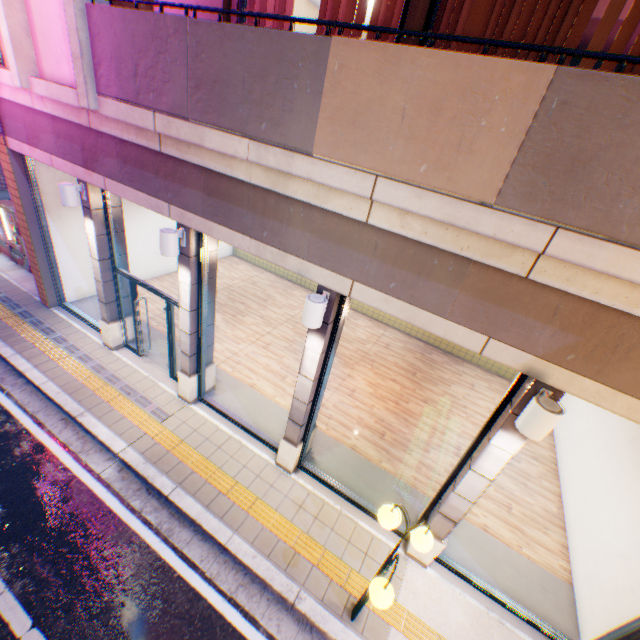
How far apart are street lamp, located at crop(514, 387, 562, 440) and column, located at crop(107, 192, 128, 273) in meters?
8.3 m

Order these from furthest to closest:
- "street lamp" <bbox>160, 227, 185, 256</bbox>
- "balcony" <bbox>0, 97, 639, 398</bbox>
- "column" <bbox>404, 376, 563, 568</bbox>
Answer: "street lamp" <bbox>160, 227, 185, 256</bbox>
"column" <bbox>404, 376, 563, 568</bbox>
"balcony" <bbox>0, 97, 639, 398</bbox>

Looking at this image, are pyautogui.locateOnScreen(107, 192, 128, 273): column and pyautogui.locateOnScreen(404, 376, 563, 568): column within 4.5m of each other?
no

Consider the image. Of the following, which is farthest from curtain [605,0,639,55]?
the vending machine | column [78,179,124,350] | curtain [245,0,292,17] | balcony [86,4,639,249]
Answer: the vending machine

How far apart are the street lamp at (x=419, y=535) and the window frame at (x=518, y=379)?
1.0m

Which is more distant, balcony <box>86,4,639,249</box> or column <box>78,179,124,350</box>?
column <box>78,179,124,350</box>

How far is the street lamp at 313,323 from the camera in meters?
4.2 m

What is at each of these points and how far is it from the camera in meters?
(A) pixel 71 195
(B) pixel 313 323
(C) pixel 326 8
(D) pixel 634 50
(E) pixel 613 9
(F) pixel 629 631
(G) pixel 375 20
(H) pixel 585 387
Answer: (A) street lamp, 6.3 m
(B) street lamp, 4.4 m
(C) curtain, 4.6 m
(D) curtain, 3.3 m
(E) curtain, 3.3 m
(F) window frame, 4.4 m
(G) curtain, 4.3 m
(H) concrete block, 3.4 m
